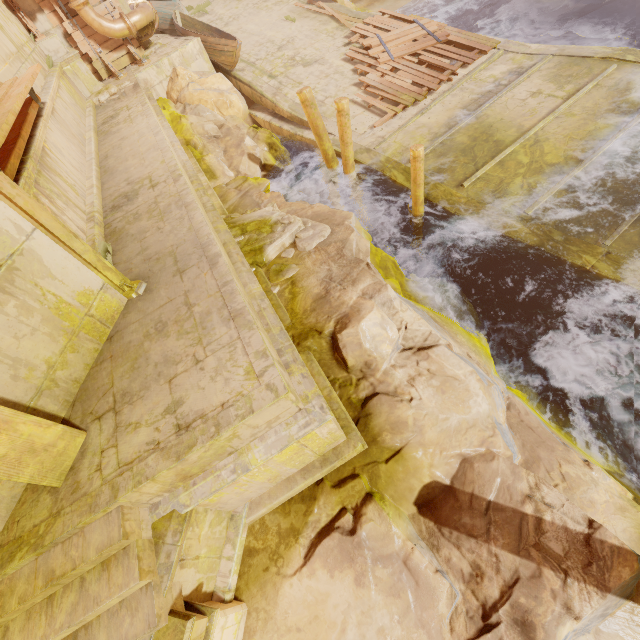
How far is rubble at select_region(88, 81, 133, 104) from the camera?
10.5 meters

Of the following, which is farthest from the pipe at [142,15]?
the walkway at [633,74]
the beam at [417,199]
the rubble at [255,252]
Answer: the beam at [417,199]

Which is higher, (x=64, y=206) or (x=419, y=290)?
(x=64, y=206)

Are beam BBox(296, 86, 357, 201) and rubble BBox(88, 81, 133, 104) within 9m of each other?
yes

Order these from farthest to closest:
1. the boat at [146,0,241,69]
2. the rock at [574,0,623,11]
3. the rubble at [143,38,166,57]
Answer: the rubble at [143,38,166,57] < the boat at [146,0,241,69] < the rock at [574,0,623,11]

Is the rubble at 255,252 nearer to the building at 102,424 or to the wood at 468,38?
the building at 102,424

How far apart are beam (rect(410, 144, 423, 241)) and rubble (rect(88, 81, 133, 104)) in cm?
998

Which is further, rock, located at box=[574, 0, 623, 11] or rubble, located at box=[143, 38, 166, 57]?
rubble, located at box=[143, 38, 166, 57]
